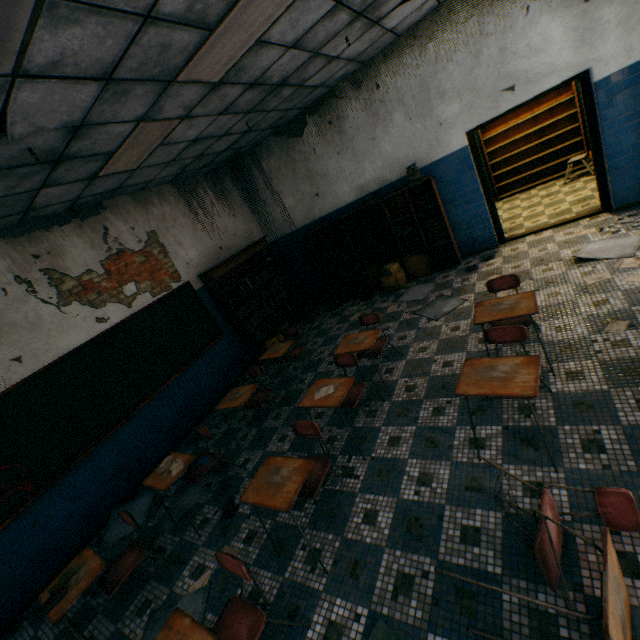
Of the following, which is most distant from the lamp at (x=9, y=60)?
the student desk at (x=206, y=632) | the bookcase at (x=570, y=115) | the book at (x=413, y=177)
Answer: the bookcase at (x=570, y=115)

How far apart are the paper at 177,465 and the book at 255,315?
3.33m

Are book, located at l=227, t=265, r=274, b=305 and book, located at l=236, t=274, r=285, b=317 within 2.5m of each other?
yes

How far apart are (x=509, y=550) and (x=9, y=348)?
5.7 meters

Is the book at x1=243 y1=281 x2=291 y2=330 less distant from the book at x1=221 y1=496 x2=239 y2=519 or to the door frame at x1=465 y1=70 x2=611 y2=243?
the book at x1=221 y1=496 x2=239 y2=519

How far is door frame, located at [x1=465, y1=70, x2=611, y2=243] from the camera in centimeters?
484cm

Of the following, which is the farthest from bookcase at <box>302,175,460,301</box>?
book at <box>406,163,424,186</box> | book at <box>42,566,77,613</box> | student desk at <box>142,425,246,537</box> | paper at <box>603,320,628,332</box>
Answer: book at <box>42,566,77,613</box>

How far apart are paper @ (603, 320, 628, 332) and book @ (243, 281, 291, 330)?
5.6 meters
